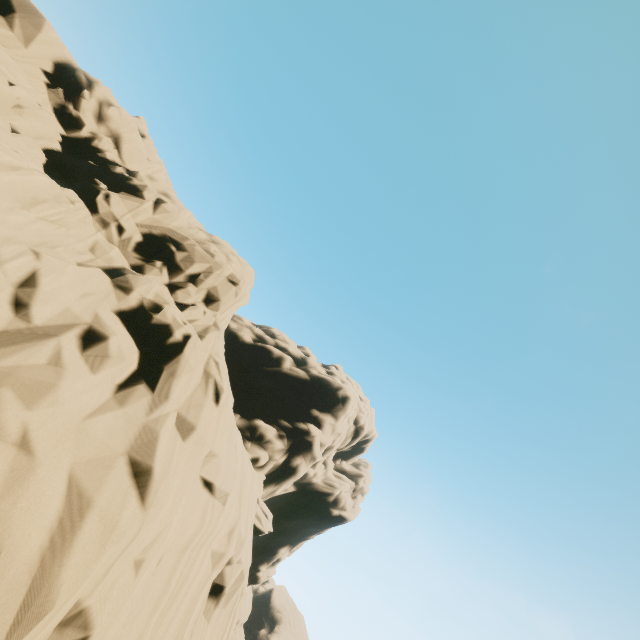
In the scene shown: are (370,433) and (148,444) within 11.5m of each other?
no
